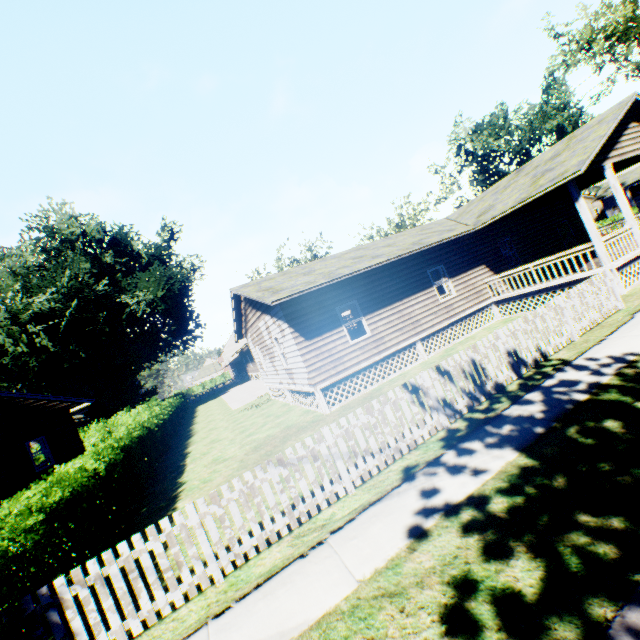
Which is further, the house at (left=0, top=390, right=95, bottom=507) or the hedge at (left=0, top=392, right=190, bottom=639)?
the house at (left=0, top=390, right=95, bottom=507)

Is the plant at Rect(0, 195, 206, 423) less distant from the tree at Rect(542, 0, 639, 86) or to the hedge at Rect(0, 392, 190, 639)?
the hedge at Rect(0, 392, 190, 639)

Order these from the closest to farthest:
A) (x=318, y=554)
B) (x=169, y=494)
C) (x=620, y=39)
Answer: (x=318, y=554), (x=169, y=494), (x=620, y=39)

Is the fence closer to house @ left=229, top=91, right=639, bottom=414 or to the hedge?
the hedge

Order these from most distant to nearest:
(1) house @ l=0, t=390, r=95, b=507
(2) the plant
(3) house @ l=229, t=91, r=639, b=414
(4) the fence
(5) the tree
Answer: (2) the plant → (5) the tree → (1) house @ l=0, t=390, r=95, b=507 → (3) house @ l=229, t=91, r=639, b=414 → (4) the fence

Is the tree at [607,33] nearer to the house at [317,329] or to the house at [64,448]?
the house at [317,329]

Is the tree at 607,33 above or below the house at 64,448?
above

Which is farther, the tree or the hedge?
the tree
